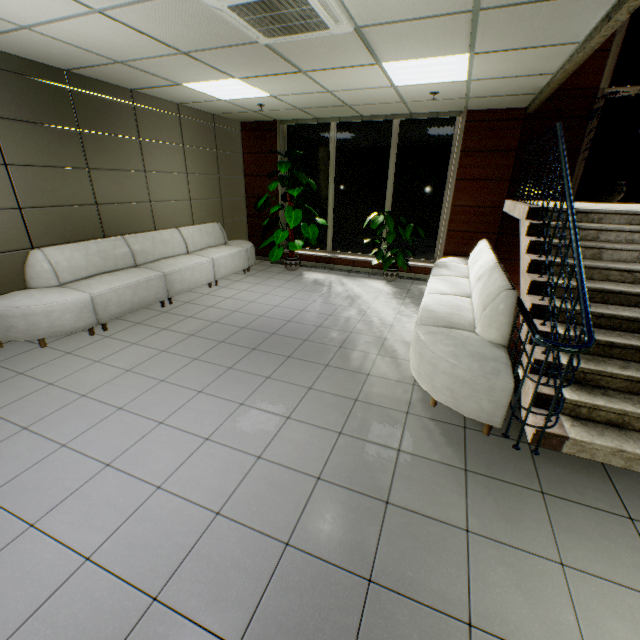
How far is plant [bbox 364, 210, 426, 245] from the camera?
6.43m

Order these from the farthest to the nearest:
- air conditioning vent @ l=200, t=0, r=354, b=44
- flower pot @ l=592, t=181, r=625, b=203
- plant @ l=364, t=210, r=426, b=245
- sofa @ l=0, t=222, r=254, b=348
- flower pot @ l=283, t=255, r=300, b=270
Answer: flower pot @ l=283, t=255, r=300, b=270
plant @ l=364, t=210, r=426, b=245
flower pot @ l=592, t=181, r=625, b=203
sofa @ l=0, t=222, r=254, b=348
air conditioning vent @ l=200, t=0, r=354, b=44

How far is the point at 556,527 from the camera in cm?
203

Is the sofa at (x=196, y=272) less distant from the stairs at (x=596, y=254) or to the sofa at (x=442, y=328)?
the sofa at (x=442, y=328)

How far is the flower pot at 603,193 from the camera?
5.1m

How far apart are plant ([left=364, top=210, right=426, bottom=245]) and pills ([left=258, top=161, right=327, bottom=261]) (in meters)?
1.80

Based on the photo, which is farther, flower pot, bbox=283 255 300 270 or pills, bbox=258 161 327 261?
flower pot, bbox=283 255 300 270

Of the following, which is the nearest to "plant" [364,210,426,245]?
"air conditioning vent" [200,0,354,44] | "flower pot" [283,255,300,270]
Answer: "flower pot" [283,255,300,270]
